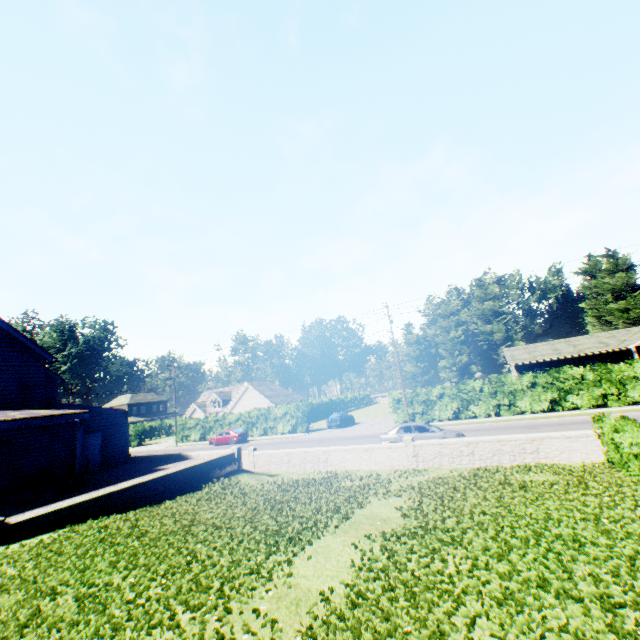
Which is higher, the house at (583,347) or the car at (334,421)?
the house at (583,347)

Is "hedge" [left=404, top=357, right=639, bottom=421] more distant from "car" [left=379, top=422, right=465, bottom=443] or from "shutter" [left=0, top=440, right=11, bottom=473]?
"shutter" [left=0, top=440, right=11, bottom=473]

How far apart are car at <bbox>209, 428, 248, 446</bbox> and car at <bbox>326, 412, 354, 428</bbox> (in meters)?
9.04

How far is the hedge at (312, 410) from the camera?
37.5m

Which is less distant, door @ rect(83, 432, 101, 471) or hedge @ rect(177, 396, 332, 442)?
door @ rect(83, 432, 101, 471)

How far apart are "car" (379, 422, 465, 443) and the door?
17.5m

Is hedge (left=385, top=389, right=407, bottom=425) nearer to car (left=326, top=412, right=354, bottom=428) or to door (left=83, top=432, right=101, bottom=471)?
car (left=326, top=412, right=354, bottom=428)

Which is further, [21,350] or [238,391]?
[238,391]
